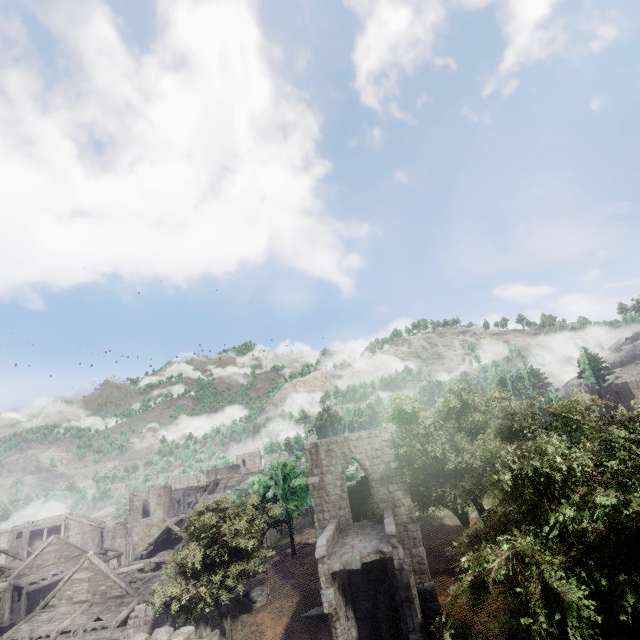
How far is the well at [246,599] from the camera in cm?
2166

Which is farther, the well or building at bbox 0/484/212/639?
the well

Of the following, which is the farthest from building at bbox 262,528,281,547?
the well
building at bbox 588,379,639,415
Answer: building at bbox 588,379,639,415

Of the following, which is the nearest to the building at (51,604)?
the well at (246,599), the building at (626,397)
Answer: the well at (246,599)

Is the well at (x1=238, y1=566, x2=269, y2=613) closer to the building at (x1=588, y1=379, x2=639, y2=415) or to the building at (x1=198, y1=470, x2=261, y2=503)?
the building at (x1=198, y1=470, x2=261, y2=503)

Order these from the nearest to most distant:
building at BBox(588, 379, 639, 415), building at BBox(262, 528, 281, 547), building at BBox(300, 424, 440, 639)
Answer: building at BBox(300, 424, 440, 639)
building at BBox(588, 379, 639, 415)
building at BBox(262, 528, 281, 547)

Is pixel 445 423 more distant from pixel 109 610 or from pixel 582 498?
pixel 109 610

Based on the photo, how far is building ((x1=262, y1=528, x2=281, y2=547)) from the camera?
42.1 meters
